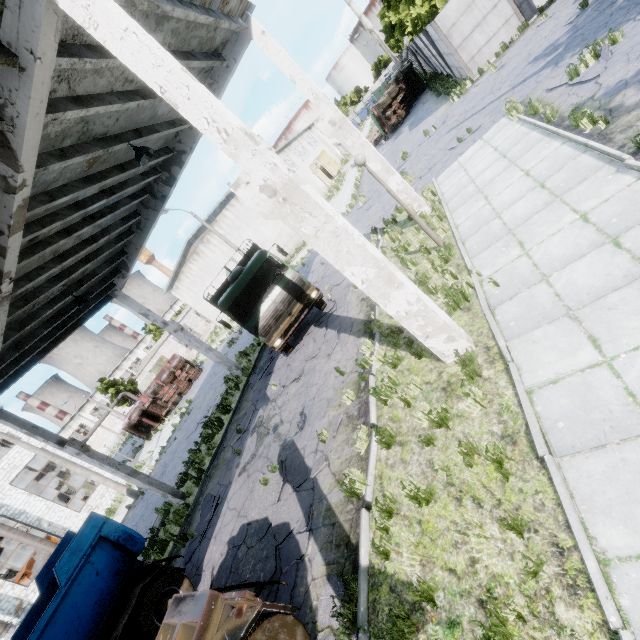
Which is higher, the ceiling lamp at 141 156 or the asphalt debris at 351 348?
the ceiling lamp at 141 156

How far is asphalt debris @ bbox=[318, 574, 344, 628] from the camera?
4.78m

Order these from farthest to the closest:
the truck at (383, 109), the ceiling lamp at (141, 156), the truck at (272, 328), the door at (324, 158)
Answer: the door at (324, 158) → the truck at (383, 109) → the truck at (272, 328) → the ceiling lamp at (141, 156)

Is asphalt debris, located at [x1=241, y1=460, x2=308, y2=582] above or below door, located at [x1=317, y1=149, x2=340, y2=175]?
below

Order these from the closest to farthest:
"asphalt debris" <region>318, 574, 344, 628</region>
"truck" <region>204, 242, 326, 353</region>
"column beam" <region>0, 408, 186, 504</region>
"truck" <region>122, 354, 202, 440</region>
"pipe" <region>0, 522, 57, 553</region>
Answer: "asphalt debris" <region>318, 574, 344, 628</region> < "column beam" <region>0, 408, 186, 504</region> < "truck" <region>204, 242, 326, 353</region> < "pipe" <region>0, 522, 57, 553</region> < "truck" <region>122, 354, 202, 440</region>

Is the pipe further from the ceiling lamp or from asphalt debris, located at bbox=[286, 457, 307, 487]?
the ceiling lamp

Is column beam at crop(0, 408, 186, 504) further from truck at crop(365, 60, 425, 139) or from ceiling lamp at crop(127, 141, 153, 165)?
truck at crop(365, 60, 425, 139)

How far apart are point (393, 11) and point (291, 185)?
44.10m
